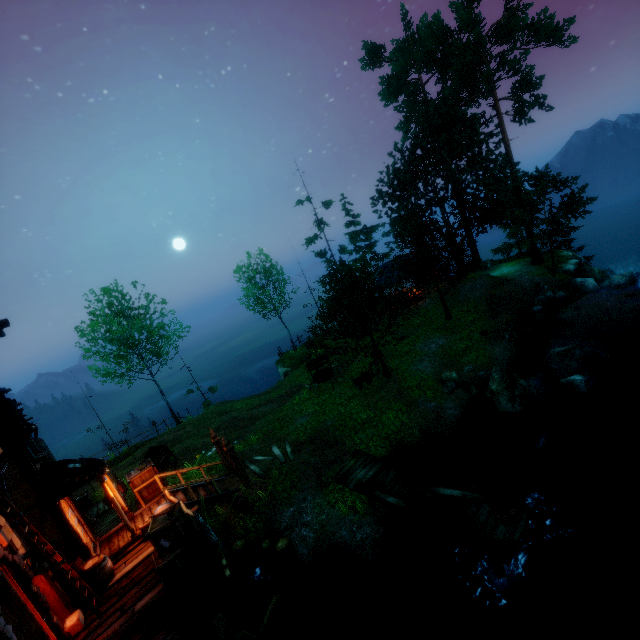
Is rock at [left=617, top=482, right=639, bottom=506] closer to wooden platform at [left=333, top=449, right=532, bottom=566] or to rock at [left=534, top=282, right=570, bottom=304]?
wooden platform at [left=333, top=449, right=532, bottom=566]

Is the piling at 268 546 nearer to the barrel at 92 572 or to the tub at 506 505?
the barrel at 92 572

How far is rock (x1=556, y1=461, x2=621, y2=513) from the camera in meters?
9.9

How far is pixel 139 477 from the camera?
12.91m

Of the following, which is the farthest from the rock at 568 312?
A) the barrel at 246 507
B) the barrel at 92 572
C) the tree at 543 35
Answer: the barrel at 92 572

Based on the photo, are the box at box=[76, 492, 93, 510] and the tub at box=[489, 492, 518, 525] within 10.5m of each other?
no

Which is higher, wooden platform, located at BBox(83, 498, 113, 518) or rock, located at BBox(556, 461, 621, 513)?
wooden platform, located at BBox(83, 498, 113, 518)

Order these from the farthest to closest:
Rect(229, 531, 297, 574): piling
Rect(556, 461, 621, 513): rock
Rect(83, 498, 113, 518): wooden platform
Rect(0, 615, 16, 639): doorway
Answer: Rect(83, 498, 113, 518): wooden platform < Rect(229, 531, 297, 574): piling < Rect(556, 461, 621, 513): rock < Rect(0, 615, 16, 639): doorway
